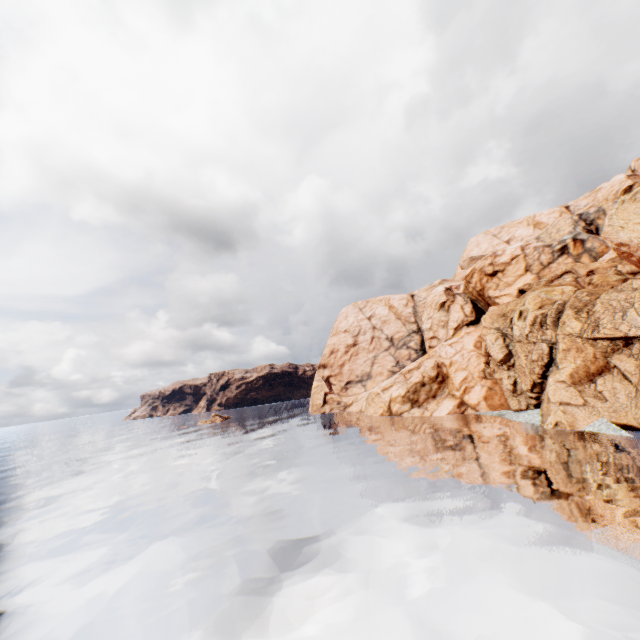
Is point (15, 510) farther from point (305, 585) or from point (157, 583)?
point (305, 585)
